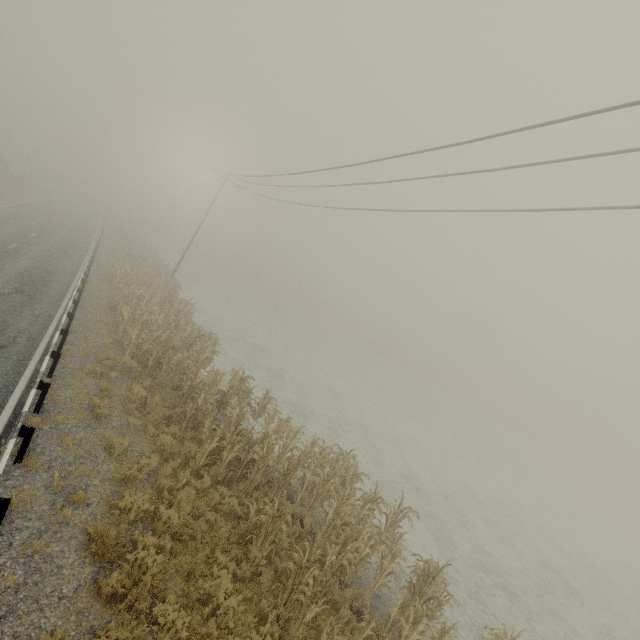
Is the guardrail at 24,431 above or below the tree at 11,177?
below

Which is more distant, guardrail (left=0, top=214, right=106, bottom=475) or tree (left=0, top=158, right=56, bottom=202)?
tree (left=0, top=158, right=56, bottom=202)

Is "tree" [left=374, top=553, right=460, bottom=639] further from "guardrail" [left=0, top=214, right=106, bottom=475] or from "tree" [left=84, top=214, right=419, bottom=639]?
"guardrail" [left=0, top=214, right=106, bottom=475]

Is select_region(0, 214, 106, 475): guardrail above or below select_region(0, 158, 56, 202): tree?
below

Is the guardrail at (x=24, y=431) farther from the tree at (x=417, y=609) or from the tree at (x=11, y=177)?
the tree at (x=11, y=177)

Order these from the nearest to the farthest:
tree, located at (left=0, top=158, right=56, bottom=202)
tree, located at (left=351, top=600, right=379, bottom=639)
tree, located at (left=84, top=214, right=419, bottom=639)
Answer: tree, located at (left=351, top=600, right=379, bottom=639)
tree, located at (left=84, top=214, right=419, bottom=639)
tree, located at (left=0, top=158, right=56, bottom=202)

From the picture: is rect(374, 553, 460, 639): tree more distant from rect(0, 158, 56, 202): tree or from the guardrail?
rect(0, 158, 56, 202): tree

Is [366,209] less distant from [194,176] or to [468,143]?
[468,143]
